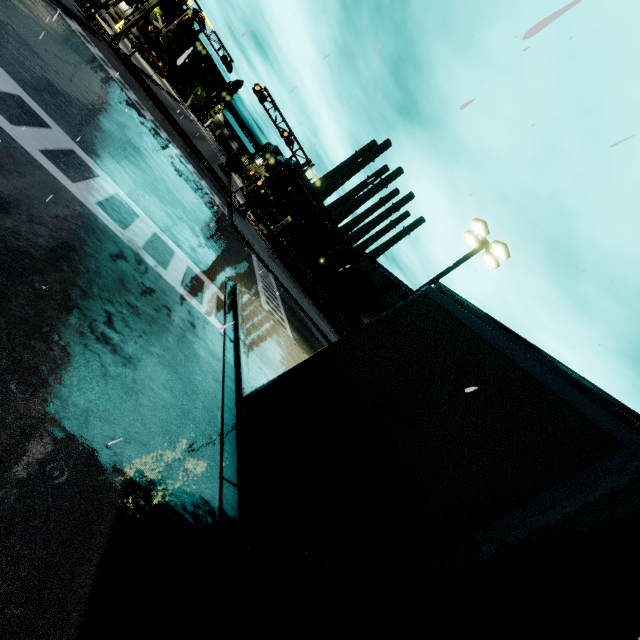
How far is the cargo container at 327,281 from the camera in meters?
40.9 m

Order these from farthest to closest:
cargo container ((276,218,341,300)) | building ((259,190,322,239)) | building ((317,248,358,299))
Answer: building ((259,190,322,239))
building ((317,248,358,299))
cargo container ((276,218,341,300))

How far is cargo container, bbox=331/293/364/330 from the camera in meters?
47.6

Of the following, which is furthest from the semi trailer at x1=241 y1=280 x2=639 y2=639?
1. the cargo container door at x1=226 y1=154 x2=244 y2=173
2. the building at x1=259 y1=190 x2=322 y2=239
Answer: the cargo container door at x1=226 y1=154 x2=244 y2=173

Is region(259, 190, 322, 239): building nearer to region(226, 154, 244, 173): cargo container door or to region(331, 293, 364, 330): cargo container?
region(331, 293, 364, 330): cargo container

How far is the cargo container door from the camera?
50.7m

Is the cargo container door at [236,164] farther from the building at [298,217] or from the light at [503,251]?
the light at [503,251]

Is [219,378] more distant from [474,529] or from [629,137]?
[629,137]
